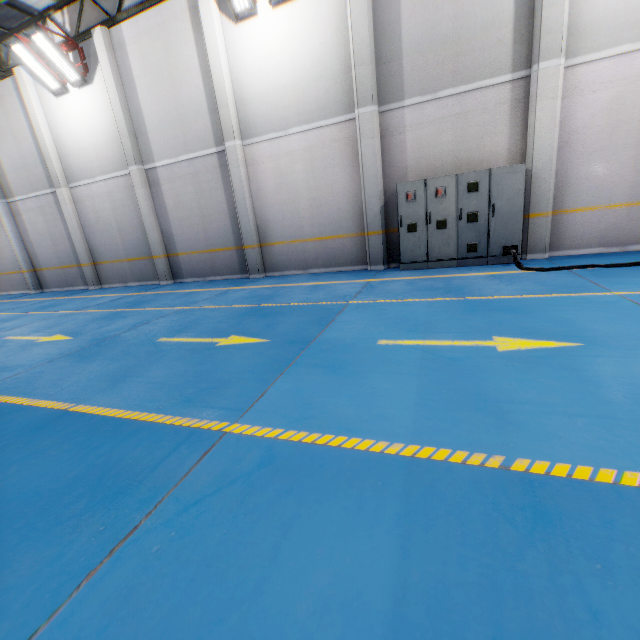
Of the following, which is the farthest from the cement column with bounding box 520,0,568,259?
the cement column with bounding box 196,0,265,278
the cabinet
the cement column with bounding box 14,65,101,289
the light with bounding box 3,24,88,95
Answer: the cement column with bounding box 14,65,101,289

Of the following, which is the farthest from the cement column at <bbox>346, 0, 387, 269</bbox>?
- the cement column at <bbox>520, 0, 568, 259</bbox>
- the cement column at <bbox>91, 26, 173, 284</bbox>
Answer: the cement column at <bbox>91, 26, 173, 284</bbox>

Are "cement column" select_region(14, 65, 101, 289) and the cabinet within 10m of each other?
no

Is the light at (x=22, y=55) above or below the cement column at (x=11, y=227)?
above

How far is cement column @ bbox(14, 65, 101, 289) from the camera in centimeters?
1144cm

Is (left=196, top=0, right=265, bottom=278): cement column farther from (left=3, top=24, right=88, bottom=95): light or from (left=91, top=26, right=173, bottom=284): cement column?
(left=3, top=24, right=88, bottom=95): light

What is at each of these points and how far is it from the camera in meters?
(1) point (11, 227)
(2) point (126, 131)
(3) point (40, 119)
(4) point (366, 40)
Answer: (1) cement column, 14.1 m
(2) cement column, 10.6 m
(3) cement column, 11.7 m
(4) cement column, 7.6 m

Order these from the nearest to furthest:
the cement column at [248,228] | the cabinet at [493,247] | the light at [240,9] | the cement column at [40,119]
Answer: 1. the cabinet at [493,247]
2. the light at [240,9]
3. the cement column at [248,228]
4. the cement column at [40,119]
